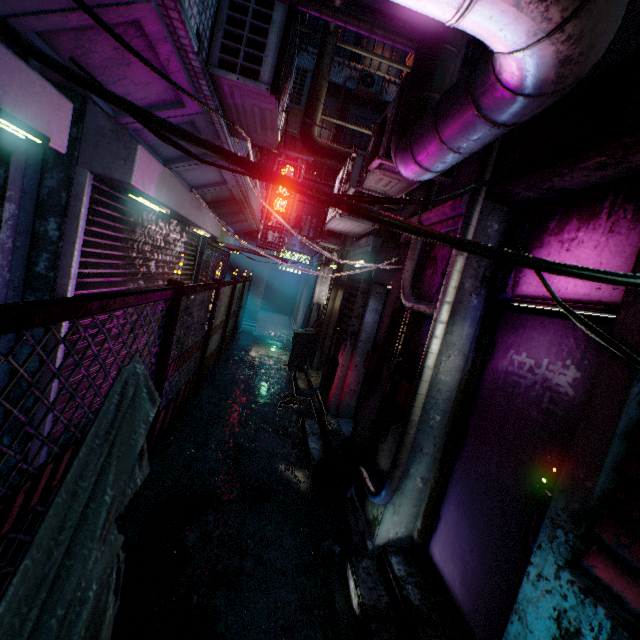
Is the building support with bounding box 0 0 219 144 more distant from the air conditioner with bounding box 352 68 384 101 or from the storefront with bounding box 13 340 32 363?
the air conditioner with bounding box 352 68 384 101

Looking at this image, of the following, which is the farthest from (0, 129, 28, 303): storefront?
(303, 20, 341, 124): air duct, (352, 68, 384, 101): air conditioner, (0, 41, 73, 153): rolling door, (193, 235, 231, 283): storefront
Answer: (352, 68, 384, 101): air conditioner

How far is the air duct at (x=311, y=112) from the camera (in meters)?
5.87

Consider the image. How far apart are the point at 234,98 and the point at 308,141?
3.73m

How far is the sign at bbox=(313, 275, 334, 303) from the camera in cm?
705

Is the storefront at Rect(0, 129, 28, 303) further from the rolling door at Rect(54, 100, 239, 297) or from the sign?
the sign

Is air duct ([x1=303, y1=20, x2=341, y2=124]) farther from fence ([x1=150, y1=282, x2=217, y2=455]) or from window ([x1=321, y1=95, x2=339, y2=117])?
fence ([x1=150, y1=282, x2=217, y2=455])

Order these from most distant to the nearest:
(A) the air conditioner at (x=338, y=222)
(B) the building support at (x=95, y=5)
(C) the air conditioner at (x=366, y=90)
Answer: (C) the air conditioner at (x=366, y=90) < (A) the air conditioner at (x=338, y=222) < (B) the building support at (x=95, y=5)
